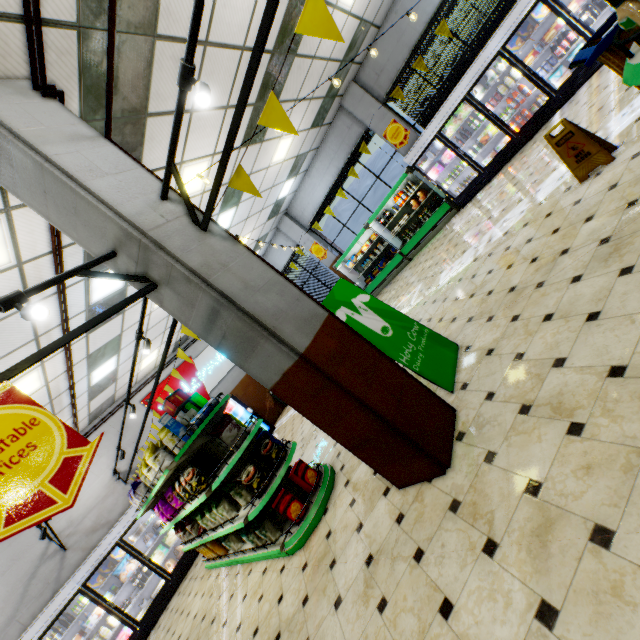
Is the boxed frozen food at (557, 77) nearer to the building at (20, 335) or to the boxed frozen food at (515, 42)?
the building at (20, 335)

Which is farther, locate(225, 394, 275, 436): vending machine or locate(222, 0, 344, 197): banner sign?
locate(225, 394, 275, 436): vending machine

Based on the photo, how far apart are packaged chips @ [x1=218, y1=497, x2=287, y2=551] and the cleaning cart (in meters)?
6.24

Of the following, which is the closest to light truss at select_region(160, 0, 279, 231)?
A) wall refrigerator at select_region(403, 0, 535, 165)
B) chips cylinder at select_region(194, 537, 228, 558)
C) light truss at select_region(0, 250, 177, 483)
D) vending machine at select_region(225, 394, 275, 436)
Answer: light truss at select_region(0, 250, 177, 483)

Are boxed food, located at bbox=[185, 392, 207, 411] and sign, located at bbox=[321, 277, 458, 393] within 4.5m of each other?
yes

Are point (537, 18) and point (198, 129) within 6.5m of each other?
no

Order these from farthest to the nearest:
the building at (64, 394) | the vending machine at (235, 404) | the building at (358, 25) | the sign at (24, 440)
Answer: the vending machine at (235, 404) → the building at (358, 25) → the building at (64, 394) → the sign at (24, 440)

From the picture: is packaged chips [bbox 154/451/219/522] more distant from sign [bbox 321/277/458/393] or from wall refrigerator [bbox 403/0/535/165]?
wall refrigerator [bbox 403/0/535/165]
